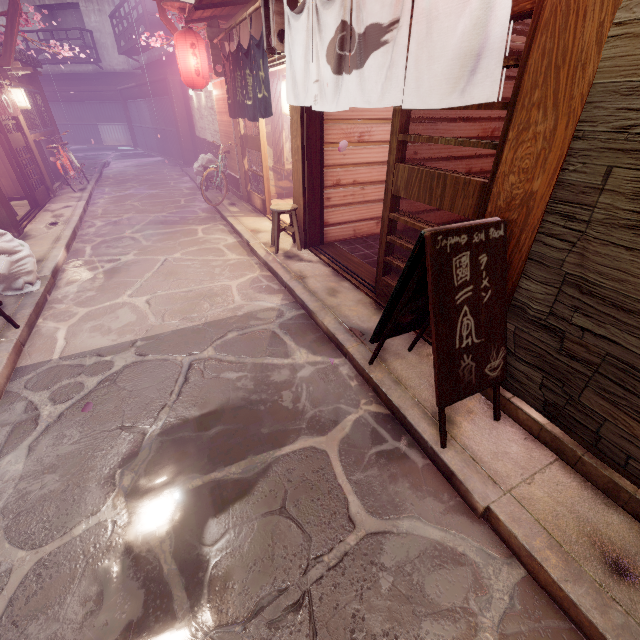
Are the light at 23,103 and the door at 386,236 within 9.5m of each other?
no

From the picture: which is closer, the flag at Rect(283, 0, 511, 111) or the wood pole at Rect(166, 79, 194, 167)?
the flag at Rect(283, 0, 511, 111)

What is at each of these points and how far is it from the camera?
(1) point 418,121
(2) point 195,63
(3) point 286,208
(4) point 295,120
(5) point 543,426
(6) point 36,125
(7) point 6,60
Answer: (1) building, 10.5 meters
(2) lantern, 13.8 meters
(3) chair, 9.9 meters
(4) wood pole, 9.0 meters
(5) foundation, 4.4 meters
(6) window grill, 17.9 meters
(7) wire stand, 12.6 meters

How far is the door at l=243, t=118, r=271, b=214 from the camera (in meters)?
12.53

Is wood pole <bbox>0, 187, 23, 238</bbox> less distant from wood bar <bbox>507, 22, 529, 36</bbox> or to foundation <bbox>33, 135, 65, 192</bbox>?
foundation <bbox>33, 135, 65, 192</bbox>

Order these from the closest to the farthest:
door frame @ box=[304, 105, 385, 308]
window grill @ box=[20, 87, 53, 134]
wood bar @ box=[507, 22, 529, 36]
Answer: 1. wood bar @ box=[507, 22, 529, 36]
2. door frame @ box=[304, 105, 385, 308]
3. window grill @ box=[20, 87, 53, 134]

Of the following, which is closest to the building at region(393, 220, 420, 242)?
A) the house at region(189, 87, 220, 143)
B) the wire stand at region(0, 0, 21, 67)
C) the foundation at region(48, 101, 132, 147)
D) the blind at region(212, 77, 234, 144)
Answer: the foundation at region(48, 101, 132, 147)

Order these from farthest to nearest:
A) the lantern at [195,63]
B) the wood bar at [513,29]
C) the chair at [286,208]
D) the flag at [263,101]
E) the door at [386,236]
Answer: the lantern at [195,63], the chair at [286,208], the flag at [263,101], the wood bar at [513,29], the door at [386,236]
